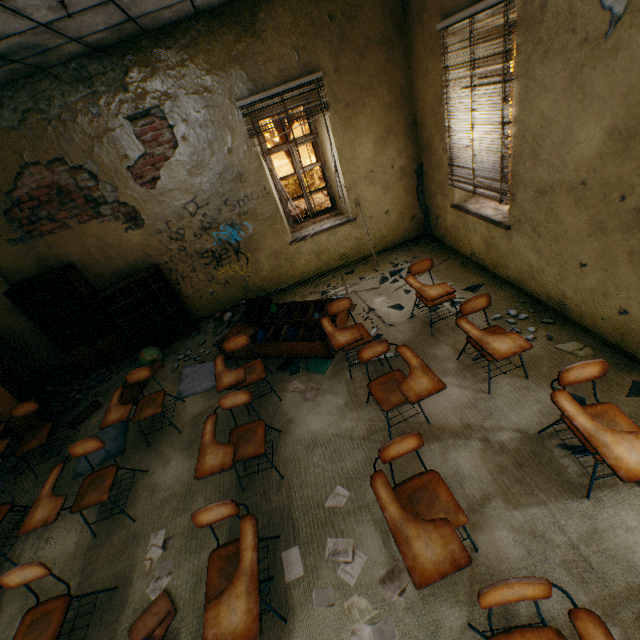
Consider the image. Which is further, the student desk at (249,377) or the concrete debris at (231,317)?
the concrete debris at (231,317)

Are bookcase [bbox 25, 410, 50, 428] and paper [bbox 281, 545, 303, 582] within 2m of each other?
no

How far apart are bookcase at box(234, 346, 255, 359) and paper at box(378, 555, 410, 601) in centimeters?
196cm

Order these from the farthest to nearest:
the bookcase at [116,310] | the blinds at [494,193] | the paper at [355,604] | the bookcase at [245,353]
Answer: the bookcase at [116,310] → the bookcase at [245,353] → the blinds at [494,193] → the paper at [355,604]

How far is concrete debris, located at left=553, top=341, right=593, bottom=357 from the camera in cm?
318

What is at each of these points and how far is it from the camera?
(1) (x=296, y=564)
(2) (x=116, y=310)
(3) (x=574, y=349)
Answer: (1) paper, 2.48m
(2) bookcase, 5.38m
(3) concrete debris, 3.25m

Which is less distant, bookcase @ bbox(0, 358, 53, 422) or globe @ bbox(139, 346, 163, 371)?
bookcase @ bbox(0, 358, 53, 422)

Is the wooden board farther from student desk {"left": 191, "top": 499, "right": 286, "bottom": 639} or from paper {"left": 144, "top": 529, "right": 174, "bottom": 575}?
student desk {"left": 191, "top": 499, "right": 286, "bottom": 639}
